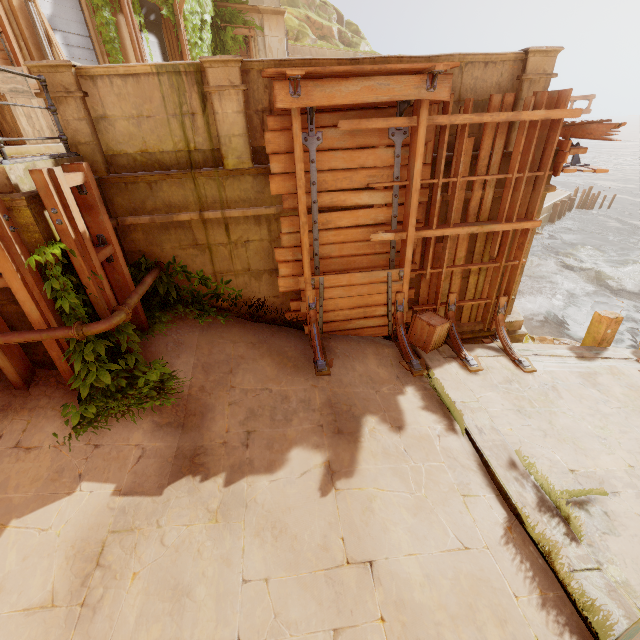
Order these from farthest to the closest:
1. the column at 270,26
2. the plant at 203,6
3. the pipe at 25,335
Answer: the column at 270,26, the plant at 203,6, the pipe at 25,335

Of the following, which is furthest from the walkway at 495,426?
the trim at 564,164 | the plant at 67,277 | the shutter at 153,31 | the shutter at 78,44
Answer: the shutter at 153,31

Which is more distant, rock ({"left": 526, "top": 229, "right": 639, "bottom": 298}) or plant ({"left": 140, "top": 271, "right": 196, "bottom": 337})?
rock ({"left": 526, "top": 229, "right": 639, "bottom": 298})

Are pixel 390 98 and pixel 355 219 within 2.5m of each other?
yes

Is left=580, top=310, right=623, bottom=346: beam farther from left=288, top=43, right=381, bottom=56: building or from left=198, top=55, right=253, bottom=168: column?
left=198, top=55, right=253, bottom=168: column

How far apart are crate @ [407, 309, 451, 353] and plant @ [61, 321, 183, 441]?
4.39m

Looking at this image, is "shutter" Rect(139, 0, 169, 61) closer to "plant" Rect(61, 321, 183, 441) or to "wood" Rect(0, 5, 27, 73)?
"wood" Rect(0, 5, 27, 73)

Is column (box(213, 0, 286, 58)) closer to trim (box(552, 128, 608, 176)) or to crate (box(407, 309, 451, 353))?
trim (box(552, 128, 608, 176))
